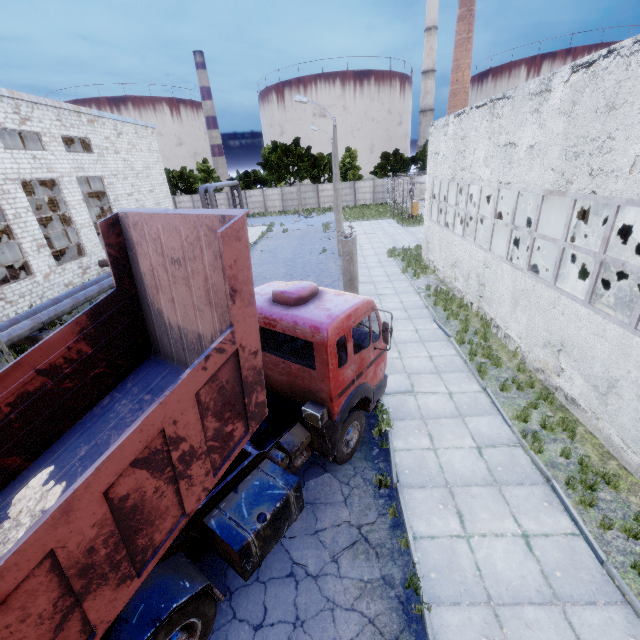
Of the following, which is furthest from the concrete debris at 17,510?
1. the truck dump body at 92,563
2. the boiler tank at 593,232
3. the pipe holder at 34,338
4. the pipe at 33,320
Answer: the boiler tank at 593,232

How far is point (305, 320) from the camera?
5.9m

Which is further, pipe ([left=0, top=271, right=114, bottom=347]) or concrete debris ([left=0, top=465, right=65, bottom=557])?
pipe ([left=0, top=271, right=114, bottom=347])

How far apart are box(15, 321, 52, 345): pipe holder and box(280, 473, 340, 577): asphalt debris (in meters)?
14.13

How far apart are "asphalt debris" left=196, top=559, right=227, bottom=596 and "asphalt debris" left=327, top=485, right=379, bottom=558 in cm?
105

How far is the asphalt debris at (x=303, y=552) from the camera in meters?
5.6

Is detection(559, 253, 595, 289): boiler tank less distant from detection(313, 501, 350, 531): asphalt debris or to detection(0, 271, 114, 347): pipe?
detection(313, 501, 350, 531): asphalt debris
